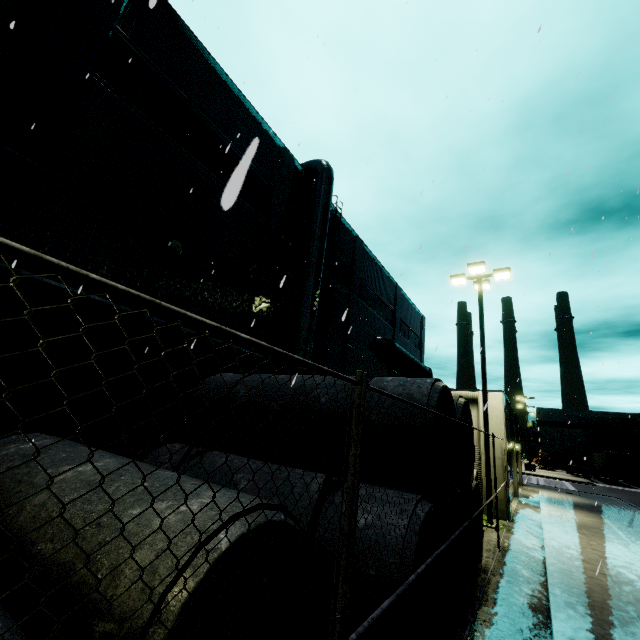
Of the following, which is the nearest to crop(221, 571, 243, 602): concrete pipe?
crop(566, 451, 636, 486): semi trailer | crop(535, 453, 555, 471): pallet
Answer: crop(566, 451, 636, 486): semi trailer

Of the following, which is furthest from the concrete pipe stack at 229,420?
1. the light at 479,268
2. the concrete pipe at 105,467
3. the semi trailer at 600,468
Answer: the semi trailer at 600,468

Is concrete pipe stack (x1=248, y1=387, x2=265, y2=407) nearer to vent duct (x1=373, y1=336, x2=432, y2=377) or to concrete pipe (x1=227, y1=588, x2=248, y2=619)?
concrete pipe (x1=227, y1=588, x2=248, y2=619)

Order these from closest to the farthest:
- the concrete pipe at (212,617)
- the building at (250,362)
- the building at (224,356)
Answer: the concrete pipe at (212,617), the building at (224,356), the building at (250,362)

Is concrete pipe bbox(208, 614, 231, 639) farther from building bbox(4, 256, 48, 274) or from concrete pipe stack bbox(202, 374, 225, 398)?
building bbox(4, 256, 48, 274)

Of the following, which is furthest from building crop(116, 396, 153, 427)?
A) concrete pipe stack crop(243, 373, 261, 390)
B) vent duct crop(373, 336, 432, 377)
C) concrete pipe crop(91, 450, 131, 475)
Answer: concrete pipe crop(91, 450, 131, 475)

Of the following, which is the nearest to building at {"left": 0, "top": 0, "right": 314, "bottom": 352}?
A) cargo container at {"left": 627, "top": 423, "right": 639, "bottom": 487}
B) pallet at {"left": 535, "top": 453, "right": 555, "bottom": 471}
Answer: pallet at {"left": 535, "top": 453, "right": 555, "bottom": 471}

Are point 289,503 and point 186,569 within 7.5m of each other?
yes
